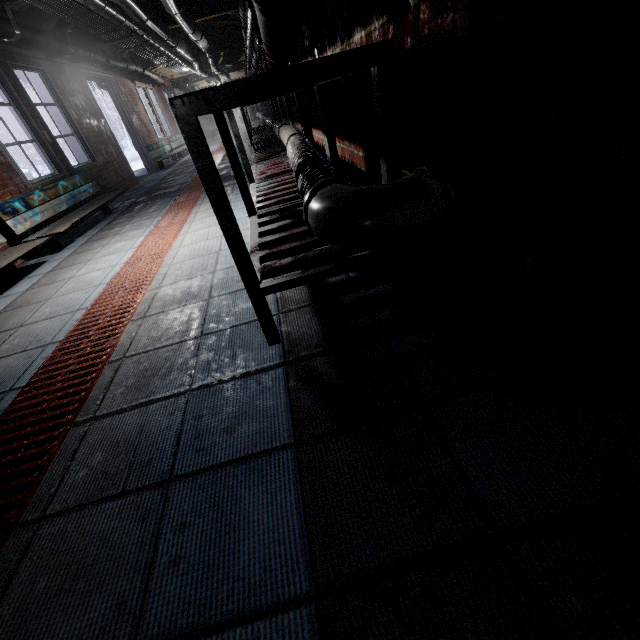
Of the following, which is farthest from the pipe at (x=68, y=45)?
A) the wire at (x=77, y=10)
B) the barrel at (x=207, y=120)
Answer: the barrel at (x=207, y=120)

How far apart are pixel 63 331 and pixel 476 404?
2.2m

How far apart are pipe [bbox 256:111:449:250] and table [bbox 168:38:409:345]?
0.0m

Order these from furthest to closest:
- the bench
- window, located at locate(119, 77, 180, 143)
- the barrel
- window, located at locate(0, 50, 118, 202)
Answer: the barrel
window, located at locate(119, 77, 180, 143)
window, located at locate(0, 50, 118, 202)
the bench

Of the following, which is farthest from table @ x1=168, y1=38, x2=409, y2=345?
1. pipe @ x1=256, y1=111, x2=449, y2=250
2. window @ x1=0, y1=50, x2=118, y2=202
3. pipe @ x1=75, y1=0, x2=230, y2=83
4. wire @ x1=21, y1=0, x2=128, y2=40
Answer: window @ x1=0, y1=50, x2=118, y2=202

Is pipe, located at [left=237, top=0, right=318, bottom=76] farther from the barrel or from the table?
the barrel

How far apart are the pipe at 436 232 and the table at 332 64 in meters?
0.0

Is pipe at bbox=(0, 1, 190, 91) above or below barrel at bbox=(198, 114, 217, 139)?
above
